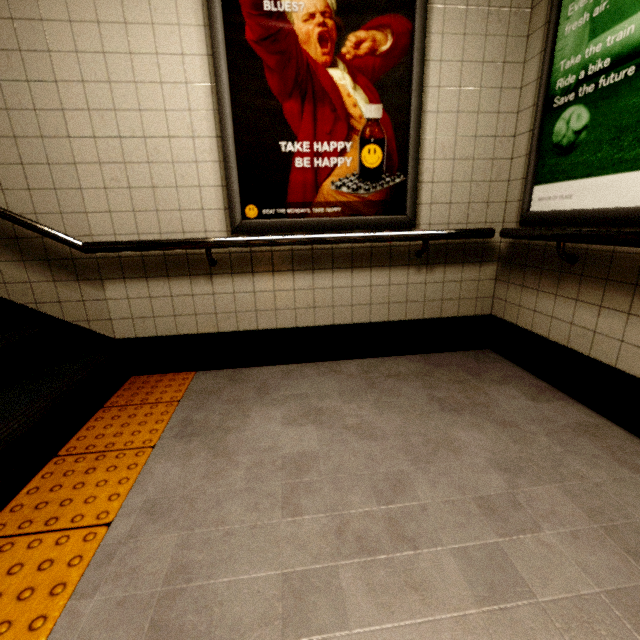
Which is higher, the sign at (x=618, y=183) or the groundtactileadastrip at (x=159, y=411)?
the sign at (x=618, y=183)

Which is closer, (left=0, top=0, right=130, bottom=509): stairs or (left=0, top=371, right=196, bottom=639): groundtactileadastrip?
(left=0, top=371, right=196, bottom=639): groundtactileadastrip

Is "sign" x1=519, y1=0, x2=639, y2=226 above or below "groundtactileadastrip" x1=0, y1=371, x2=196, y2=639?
above

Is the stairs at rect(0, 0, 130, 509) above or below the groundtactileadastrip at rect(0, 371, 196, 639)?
above

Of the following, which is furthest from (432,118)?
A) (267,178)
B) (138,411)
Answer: (138,411)

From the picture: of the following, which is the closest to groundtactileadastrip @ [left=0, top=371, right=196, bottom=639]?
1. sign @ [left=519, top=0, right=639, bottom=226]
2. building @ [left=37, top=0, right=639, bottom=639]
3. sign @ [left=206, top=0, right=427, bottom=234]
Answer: building @ [left=37, top=0, right=639, bottom=639]

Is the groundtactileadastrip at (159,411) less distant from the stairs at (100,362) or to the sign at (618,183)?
the stairs at (100,362)

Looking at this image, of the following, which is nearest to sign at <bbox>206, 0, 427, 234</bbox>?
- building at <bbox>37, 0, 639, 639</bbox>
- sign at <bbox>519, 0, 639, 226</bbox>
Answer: building at <bbox>37, 0, 639, 639</bbox>
